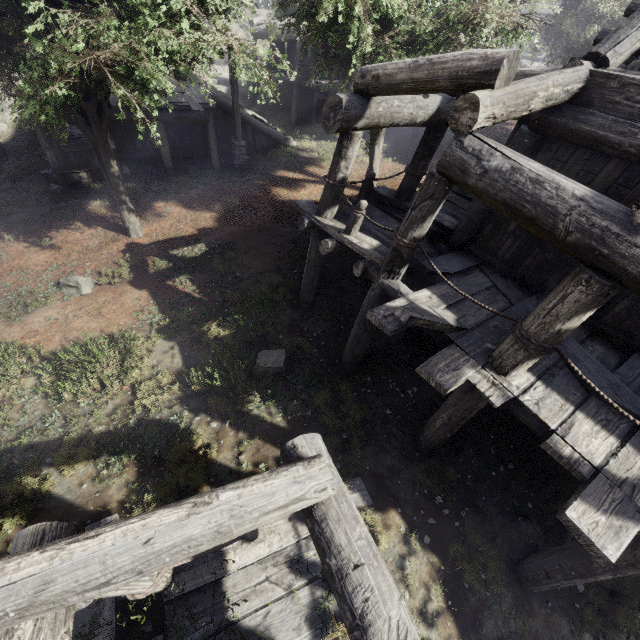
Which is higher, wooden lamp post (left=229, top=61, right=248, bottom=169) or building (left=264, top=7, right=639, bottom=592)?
building (left=264, top=7, right=639, bottom=592)

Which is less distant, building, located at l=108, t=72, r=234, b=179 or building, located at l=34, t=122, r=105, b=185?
building, located at l=34, t=122, r=105, b=185

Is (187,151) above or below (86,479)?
above

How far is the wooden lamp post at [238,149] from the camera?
14.34m

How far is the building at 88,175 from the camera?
13.1 meters

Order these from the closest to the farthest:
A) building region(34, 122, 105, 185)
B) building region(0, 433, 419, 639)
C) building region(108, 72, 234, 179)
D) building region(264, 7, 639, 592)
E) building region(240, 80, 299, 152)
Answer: building region(0, 433, 419, 639), building region(264, 7, 639, 592), building region(34, 122, 105, 185), building region(108, 72, 234, 179), building region(240, 80, 299, 152)

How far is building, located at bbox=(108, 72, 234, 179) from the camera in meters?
13.9 m
